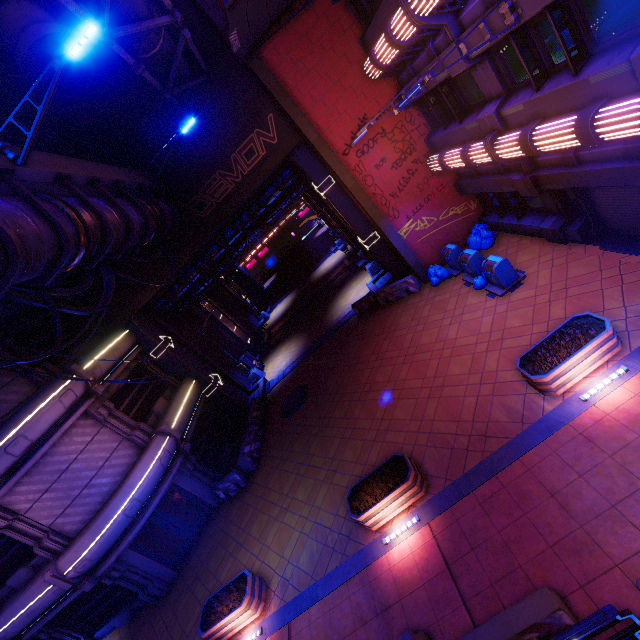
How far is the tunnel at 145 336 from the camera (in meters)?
18.22

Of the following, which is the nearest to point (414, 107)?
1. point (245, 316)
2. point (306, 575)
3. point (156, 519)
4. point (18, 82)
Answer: point (18, 82)

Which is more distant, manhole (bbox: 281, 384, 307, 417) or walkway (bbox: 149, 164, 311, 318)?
walkway (bbox: 149, 164, 311, 318)

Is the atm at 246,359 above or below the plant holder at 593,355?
above

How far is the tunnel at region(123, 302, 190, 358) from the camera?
18.2m

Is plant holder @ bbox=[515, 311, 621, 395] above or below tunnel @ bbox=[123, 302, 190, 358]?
below

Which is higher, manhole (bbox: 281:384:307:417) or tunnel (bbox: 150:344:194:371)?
tunnel (bbox: 150:344:194:371)
